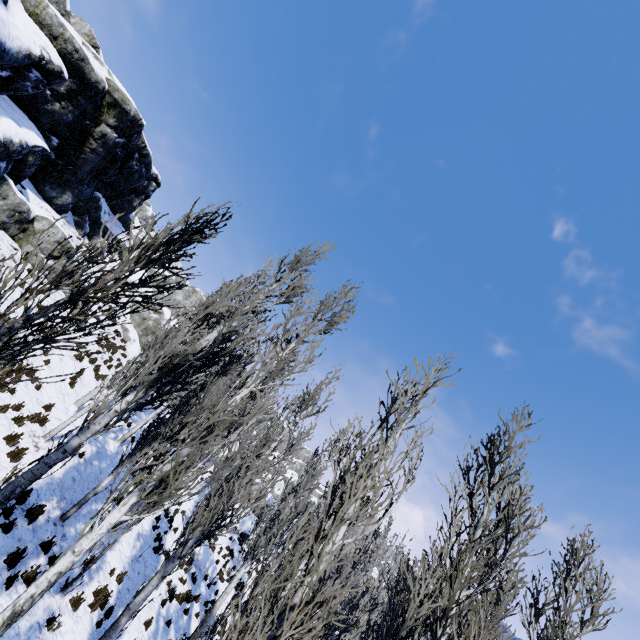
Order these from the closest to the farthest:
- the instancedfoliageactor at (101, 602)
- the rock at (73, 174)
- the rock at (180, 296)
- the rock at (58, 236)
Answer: the instancedfoliageactor at (101, 602) → the rock at (73, 174) → the rock at (58, 236) → the rock at (180, 296)

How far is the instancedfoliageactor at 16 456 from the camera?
8.50m

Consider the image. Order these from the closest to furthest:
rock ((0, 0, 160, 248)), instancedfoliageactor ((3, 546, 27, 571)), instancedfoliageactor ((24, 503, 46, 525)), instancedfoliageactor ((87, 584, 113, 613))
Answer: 1. instancedfoliageactor ((3, 546, 27, 571))
2. instancedfoliageactor ((24, 503, 46, 525))
3. instancedfoliageactor ((87, 584, 113, 613))
4. rock ((0, 0, 160, 248))

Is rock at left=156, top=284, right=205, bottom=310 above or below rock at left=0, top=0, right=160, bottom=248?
above

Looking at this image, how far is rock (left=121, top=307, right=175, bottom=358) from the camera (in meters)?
27.11

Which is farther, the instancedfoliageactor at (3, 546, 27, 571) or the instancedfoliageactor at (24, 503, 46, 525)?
the instancedfoliageactor at (24, 503, 46, 525)

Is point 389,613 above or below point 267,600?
above
